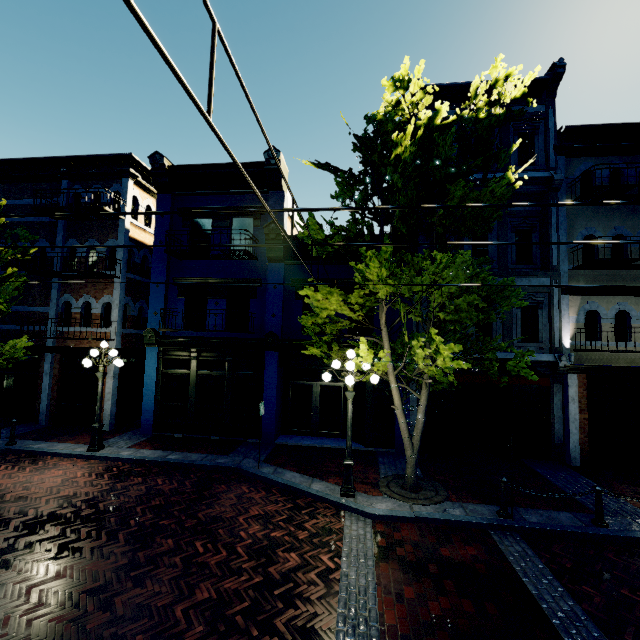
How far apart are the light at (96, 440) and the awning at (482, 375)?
10.9m

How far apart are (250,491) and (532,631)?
6.3m

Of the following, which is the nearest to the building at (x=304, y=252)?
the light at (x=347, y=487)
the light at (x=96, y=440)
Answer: the light at (x=96, y=440)

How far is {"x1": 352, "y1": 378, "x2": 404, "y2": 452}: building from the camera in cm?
1177

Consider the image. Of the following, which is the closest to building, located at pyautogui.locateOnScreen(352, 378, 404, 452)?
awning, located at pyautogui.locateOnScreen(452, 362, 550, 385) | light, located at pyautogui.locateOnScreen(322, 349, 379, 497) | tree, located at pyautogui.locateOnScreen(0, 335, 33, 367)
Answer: awning, located at pyautogui.locateOnScreen(452, 362, 550, 385)

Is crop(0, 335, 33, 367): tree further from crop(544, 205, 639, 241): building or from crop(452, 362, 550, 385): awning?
crop(452, 362, 550, 385): awning

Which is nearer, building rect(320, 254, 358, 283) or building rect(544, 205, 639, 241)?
building rect(544, 205, 639, 241)

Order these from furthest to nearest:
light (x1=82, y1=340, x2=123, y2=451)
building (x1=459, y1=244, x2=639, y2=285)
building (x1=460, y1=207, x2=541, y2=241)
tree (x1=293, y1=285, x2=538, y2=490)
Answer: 1. building (x1=460, y1=207, x2=541, y2=241)
2. building (x1=459, y1=244, x2=639, y2=285)
3. light (x1=82, y1=340, x2=123, y2=451)
4. tree (x1=293, y1=285, x2=538, y2=490)
